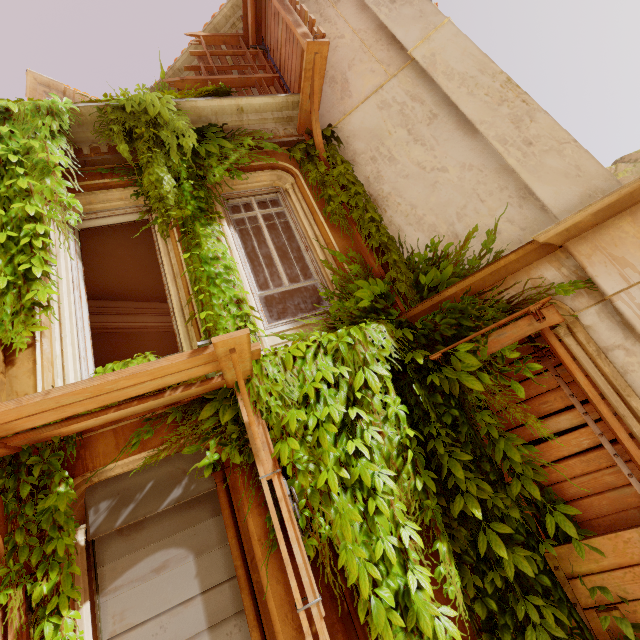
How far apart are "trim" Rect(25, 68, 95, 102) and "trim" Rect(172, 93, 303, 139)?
8.8m

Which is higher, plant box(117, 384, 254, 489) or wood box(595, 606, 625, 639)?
plant box(117, 384, 254, 489)

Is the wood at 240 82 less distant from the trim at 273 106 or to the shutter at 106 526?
the trim at 273 106

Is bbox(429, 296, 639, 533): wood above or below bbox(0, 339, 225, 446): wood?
below

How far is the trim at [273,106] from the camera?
5.23m

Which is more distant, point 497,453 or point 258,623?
point 497,453

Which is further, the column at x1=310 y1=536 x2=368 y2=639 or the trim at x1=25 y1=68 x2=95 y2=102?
the trim at x1=25 y1=68 x2=95 y2=102

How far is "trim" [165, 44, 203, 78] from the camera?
7.64m
